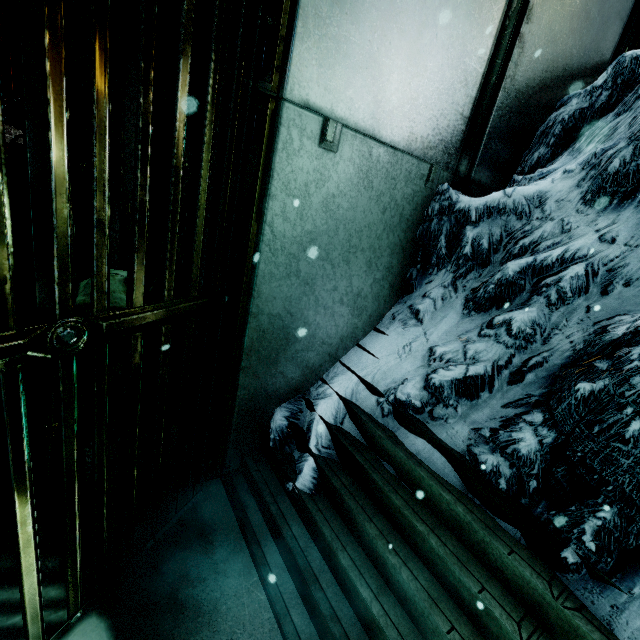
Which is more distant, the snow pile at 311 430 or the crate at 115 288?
the crate at 115 288

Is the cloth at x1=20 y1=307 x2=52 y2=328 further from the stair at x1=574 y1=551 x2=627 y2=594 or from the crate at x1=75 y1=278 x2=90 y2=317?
the stair at x1=574 y1=551 x2=627 y2=594

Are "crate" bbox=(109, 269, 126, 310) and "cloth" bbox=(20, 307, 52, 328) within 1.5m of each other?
yes

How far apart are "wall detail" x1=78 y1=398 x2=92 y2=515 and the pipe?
2.4 meters

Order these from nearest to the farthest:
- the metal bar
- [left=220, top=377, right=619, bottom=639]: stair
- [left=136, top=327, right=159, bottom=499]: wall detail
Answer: the metal bar
[left=220, top=377, right=619, bottom=639]: stair
[left=136, top=327, right=159, bottom=499]: wall detail

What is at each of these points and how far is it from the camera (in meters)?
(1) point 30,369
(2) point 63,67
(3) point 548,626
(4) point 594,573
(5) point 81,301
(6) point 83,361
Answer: (1) cloth, 3.20
(2) metal bar, 0.84
(3) stair, 1.32
(4) stair, 1.32
(5) crate, 2.95
(6) crate, 3.07

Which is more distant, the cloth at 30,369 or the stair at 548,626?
the cloth at 30,369

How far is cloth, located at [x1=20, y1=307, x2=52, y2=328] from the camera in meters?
3.3 m
